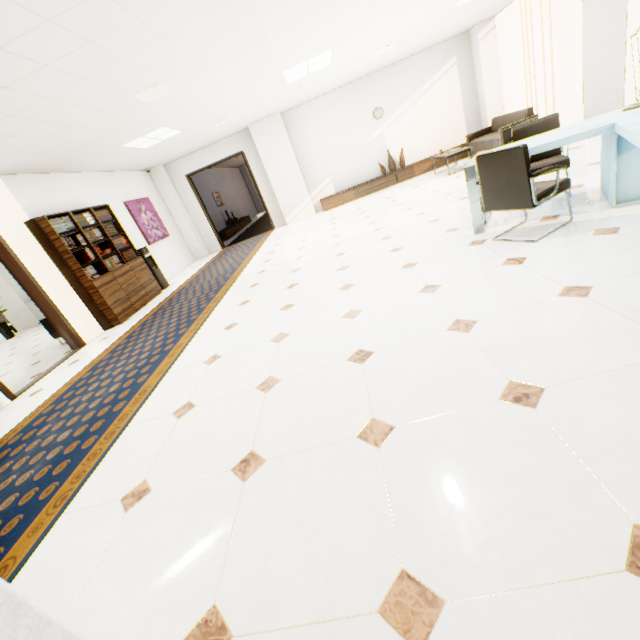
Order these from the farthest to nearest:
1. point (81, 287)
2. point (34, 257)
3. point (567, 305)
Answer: point (81, 287) < point (34, 257) < point (567, 305)

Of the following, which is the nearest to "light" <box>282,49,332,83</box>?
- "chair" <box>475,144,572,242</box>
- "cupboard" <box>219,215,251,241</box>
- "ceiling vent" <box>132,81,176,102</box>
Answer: "ceiling vent" <box>132,81,176,102</box>

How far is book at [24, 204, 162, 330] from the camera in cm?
566

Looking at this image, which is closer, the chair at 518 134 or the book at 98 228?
the chair at 518 134

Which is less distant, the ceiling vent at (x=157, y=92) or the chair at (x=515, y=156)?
the chair at (x=515, y=156)

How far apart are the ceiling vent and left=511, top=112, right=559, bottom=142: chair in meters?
4.7 m

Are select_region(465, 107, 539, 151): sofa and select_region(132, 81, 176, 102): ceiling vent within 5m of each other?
no

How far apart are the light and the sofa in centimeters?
398cm
